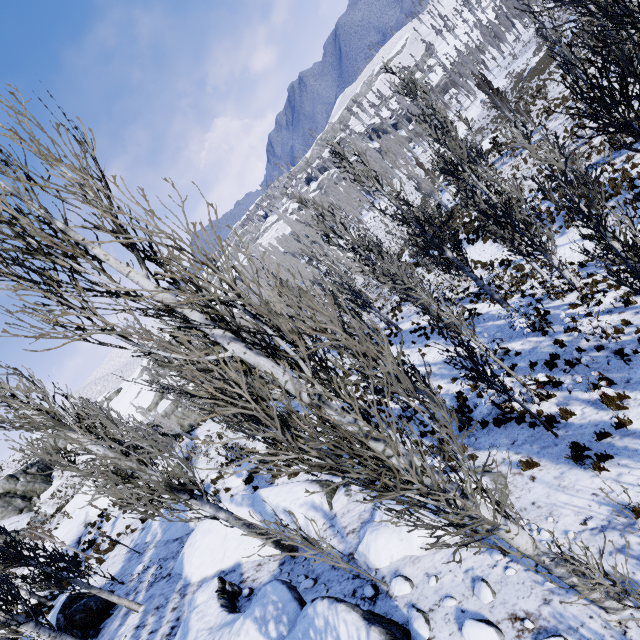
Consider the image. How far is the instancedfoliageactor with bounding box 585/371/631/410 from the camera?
7.29m

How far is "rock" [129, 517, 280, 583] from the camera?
10.1 meters

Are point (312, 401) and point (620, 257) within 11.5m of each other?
yes

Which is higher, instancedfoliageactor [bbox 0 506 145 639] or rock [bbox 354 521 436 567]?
instancedfoliageactor [bbox 0 506 145 639]

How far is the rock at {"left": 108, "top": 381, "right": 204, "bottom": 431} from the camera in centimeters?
4066cm

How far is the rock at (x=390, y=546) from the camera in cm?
635

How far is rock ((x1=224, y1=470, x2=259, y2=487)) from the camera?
17.8 meters

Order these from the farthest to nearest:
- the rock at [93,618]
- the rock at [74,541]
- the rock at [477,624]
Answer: the rock at [74,541] < the rock at [93,618] < the rock at [477,624]
